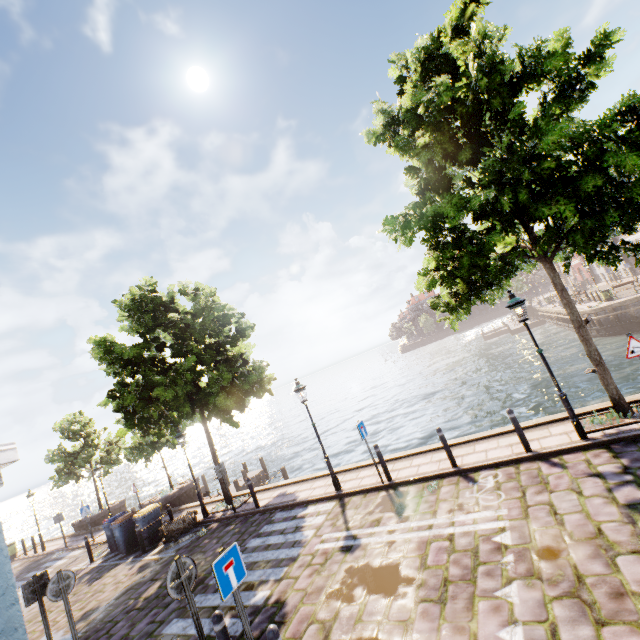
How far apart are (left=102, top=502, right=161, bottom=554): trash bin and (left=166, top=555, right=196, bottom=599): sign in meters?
11.2

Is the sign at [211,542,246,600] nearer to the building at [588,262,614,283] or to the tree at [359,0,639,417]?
the tree at [359,0,639,417]

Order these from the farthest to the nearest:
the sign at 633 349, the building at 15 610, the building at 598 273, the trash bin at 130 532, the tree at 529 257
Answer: the building at 598 273 < the trash bin at 130 532 < the sign at 633 349 < the tree at 529 257 < the building at 15 610

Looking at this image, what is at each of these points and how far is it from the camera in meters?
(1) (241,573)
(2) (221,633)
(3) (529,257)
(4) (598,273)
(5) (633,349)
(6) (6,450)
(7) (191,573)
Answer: (1) sign, 4.8
(2) bollard, 4.7
(3) tree, 8.7
(4) building, 47.8
(5) sign, 7.2
(6) building, 3.6
(7) sign, 5.2

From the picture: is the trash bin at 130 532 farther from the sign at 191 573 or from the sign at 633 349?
the sign at 633 349

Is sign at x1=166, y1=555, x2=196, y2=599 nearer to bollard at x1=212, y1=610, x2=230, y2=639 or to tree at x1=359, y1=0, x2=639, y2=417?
bollard at x1=212, y1=610, x2=230, y2=639

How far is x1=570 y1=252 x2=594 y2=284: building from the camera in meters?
50.1 m
